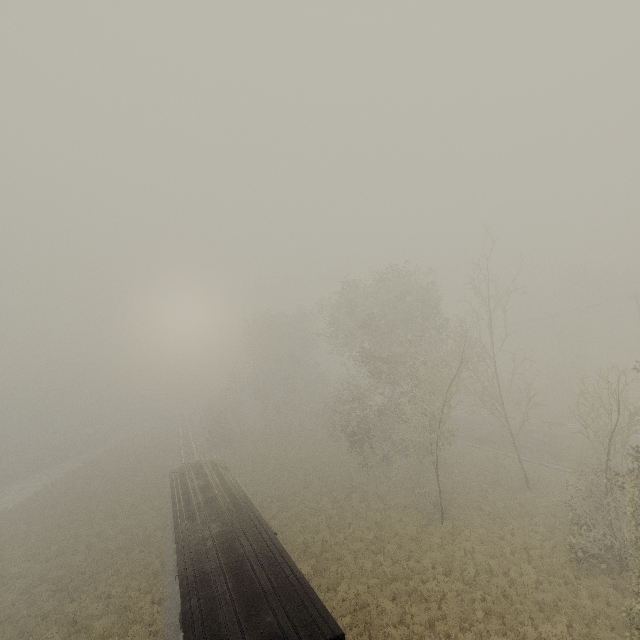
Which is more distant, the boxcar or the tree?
the tree

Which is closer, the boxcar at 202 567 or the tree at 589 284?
the boxcar at 202 567

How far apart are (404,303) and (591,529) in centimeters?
1852cm
